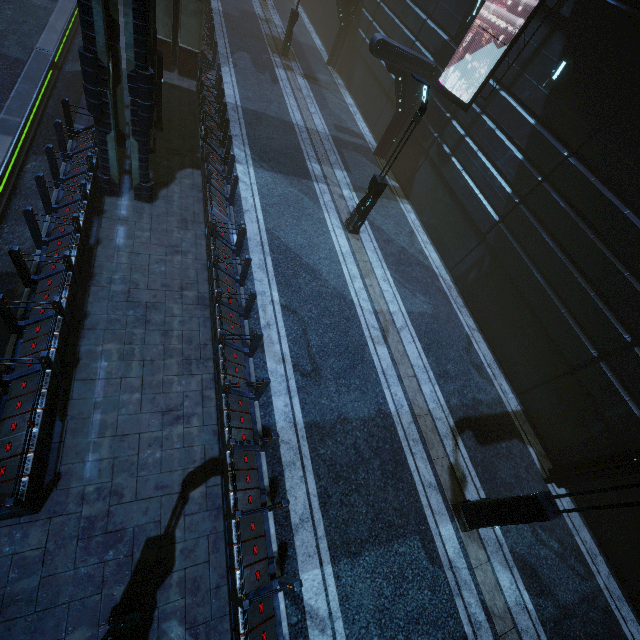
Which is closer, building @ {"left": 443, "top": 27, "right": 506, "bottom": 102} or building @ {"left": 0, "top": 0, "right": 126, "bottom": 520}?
building @ {"left": 0, "top": 0, "right": 126, "bottom": 520}

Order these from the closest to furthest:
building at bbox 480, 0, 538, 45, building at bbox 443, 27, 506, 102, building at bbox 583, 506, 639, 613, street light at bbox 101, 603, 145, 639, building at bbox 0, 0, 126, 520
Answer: street light at bbox 101, 603, 145, 639
building at bbox 0, 0, 126, 520
building at bbox 583, 506, 639, 613
building at bbox 480, 0, 538, 45
building at bbox 443, 27, 506, 102

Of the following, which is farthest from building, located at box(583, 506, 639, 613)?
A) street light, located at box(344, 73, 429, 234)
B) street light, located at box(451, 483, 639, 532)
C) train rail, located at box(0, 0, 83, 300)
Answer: street light, located at box(344, 73, 429, 234)

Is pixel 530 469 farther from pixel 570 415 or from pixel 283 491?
pixel 283 491

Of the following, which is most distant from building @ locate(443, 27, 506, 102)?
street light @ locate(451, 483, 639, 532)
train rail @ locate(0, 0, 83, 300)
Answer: street light @ locate(451, 483, 639, 532)

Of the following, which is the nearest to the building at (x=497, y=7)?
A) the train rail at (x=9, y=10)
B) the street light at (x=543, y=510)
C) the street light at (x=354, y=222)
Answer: the train rail at (x=9, y=10)

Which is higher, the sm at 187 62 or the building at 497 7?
the building at 497 7

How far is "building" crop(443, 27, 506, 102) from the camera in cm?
1329
